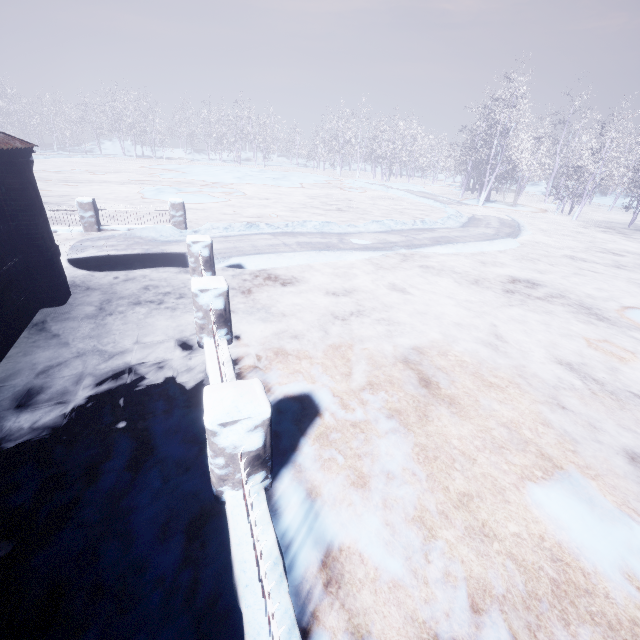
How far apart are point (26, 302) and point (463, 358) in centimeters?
657cm

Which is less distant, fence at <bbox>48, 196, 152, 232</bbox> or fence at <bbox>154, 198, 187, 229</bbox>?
fence at <bbox>48, 196, 152, 232</bbox>

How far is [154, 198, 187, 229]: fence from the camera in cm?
1001

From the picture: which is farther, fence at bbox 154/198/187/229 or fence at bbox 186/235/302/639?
fence at bbox 154/198/187/229

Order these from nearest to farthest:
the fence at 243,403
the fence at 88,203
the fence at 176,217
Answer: the fence at 243,403 < the fence at 88,203 < the fence at 176,217

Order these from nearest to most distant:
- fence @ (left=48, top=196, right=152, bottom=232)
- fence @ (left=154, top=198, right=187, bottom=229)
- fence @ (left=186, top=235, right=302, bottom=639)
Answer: fence @ (left=186, top=235, right=302, bottom=639) < fence @ (left=48, top=196, right=152, bottom=232) < fence @ (left=154, top=198, right=187, bottom=229)

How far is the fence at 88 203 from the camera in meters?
9.1
